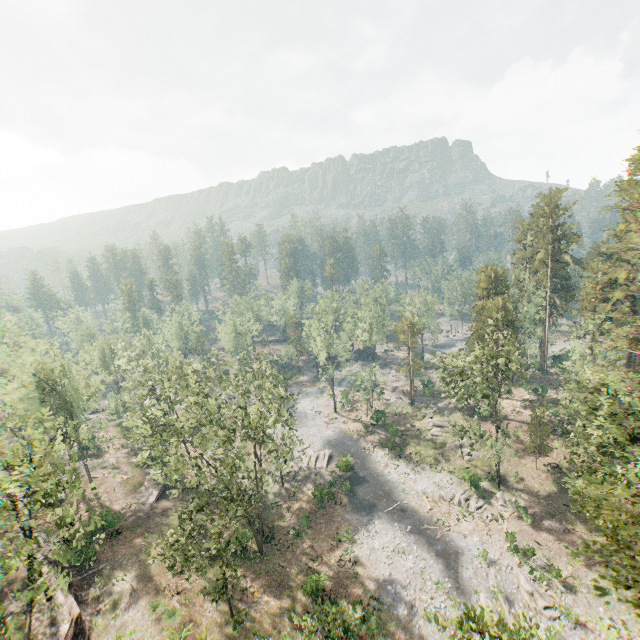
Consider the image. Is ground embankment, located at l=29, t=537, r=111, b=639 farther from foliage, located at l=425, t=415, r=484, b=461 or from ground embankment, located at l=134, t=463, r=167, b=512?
ground embankment, located at l=134, t=463, r=167, b=512

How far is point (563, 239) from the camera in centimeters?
5706cm

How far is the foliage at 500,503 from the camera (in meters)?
35.84

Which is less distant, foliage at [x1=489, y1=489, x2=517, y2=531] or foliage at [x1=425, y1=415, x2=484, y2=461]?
foliage at [x1=489, y1=489, x2=517, y2=531]

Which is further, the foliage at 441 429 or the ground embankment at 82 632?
the foliage at 441 429

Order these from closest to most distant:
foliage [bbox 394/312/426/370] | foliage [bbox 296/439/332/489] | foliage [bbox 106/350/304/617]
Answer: foliage [bbox 106/350/304/617], foliage [bbox 296/439/332/489], foliage [bbox 394/312/426/370]
